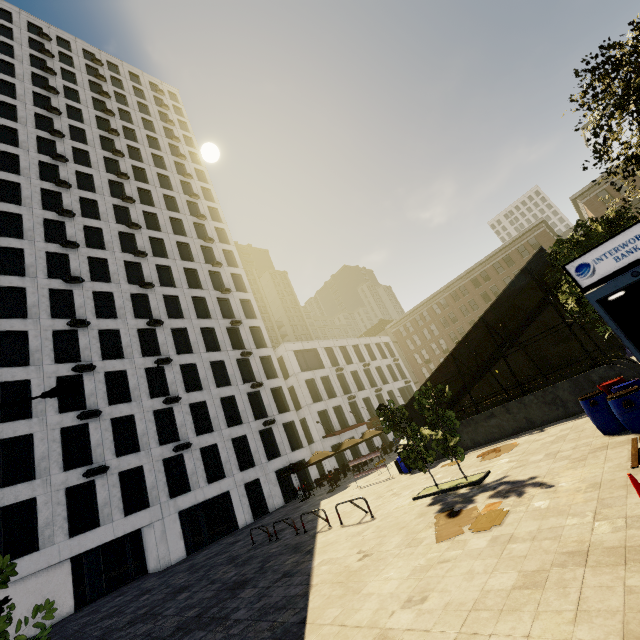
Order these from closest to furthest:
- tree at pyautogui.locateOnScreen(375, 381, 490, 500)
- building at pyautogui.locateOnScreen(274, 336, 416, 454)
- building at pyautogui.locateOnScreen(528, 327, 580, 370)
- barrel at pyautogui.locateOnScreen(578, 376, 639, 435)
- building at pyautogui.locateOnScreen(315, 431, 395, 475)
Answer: barrel at pyautogui.locateOnScreen(578, 376, 639, 435) → tree at pyautogui.locateOnScreen(375, 381, 490, 500) → building at pyautogui.locateOnScreen(315, 431, 395, 475) → building at pyautogui.locateOnScreen(274, 336, 416, 454) → building at pyautogui.locateOnScreen(528, 327, 580, 370)

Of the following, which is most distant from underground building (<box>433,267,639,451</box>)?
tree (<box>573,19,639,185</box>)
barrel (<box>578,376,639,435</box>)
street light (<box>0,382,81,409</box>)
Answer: street light (<box>0,382,81,409</box>)

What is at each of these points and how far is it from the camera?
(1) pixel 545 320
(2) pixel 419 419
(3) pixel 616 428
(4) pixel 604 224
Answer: (1) building, 46.66m
(2) underground building, 18.86m
(3) barrel, 8.32m
(4) tree, 9.84m

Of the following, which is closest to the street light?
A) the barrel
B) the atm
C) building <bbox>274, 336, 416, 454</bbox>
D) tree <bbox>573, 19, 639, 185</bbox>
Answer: tree <bbox>573, 19, 639, 185</bbox>

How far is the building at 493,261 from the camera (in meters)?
47.88

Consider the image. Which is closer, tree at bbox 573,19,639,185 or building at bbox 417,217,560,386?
tree at bbox 573,19,639,185

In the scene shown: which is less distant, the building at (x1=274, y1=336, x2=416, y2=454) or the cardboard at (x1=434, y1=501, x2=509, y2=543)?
→ the cardboard at (x1=434, y1=501, x2=509, y2=543)
